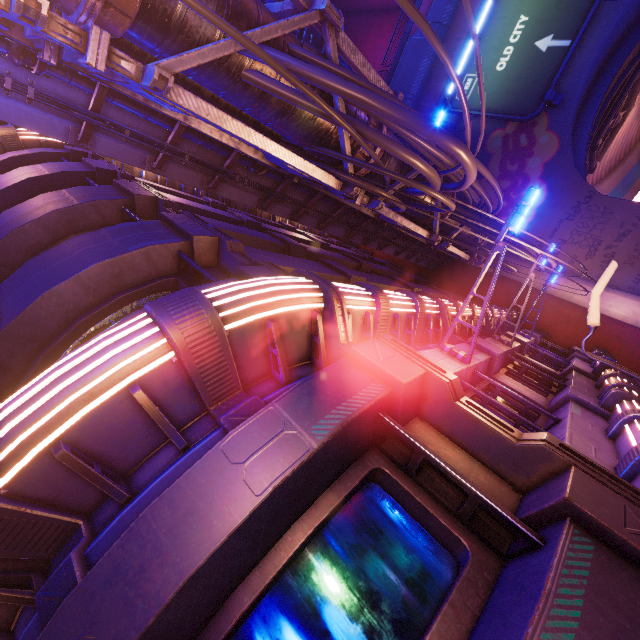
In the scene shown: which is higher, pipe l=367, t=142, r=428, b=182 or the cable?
pipe l=367, t=142, r=428, b=182

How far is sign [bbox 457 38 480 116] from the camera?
19.5 meters

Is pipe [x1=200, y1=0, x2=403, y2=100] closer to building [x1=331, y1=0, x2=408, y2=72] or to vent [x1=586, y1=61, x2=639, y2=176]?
vent [x1=586, y1=61, x2=639, y2=176]

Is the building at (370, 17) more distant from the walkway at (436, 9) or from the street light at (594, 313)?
the street light at (594, 313)

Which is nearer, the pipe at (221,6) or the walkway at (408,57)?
the pipe at (221,6)

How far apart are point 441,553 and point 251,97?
6.29m

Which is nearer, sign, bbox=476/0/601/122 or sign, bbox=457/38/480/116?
sign, bbox=476/0/601/122

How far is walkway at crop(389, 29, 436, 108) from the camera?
23.9m
